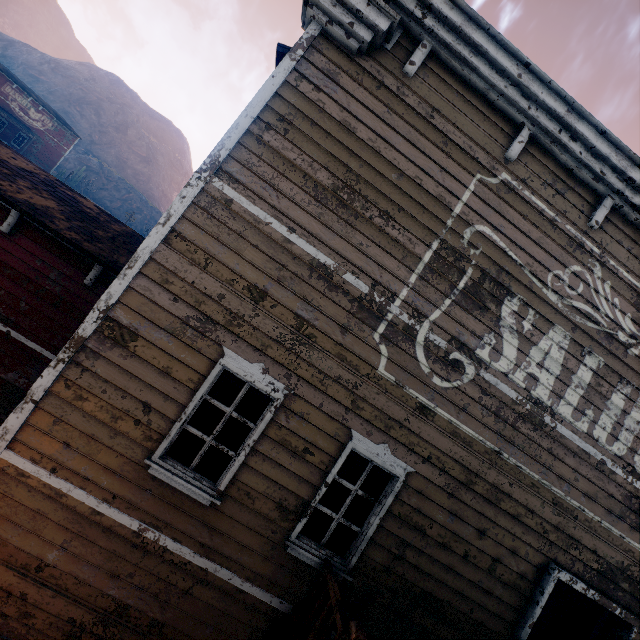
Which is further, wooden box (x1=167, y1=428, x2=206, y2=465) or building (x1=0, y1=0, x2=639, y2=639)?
wooden box (x1=167, y1=428, x2=206, y2=465)

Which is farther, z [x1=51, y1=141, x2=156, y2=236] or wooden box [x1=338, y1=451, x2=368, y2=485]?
z [x1=51, y1=141, x2=156, y2=236]

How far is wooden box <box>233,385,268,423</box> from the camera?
4.6m

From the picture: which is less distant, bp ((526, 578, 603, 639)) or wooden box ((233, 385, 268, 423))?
wooden box ((233, 385, 268, 423))

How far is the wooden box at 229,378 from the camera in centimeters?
464cm

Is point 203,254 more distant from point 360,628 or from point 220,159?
point 360,628

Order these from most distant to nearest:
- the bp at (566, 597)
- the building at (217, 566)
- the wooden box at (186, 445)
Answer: the bp at (566, 597)
the wooden box at (186, 445)
the building at (217, 566)
